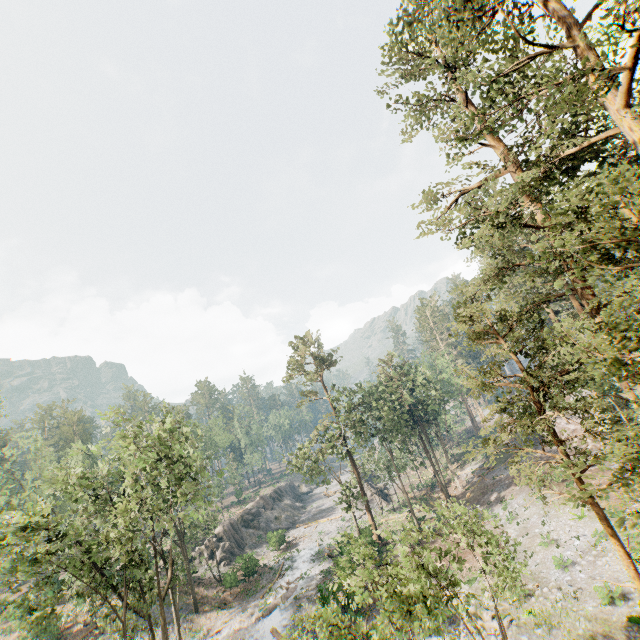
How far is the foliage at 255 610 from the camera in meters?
29.4

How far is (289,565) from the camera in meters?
38.8 m

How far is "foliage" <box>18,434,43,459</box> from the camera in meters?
38.0

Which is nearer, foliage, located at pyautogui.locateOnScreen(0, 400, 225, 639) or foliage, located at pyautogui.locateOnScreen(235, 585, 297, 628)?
foliage, located at pyautogui.locateOnScreen(0, 400, 225, 639)

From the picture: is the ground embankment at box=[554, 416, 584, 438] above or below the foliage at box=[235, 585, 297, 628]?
above

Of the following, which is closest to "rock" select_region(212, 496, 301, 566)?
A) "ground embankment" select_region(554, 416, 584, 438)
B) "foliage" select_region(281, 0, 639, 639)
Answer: "foliage" select_region(281, 0, 639, 639)
